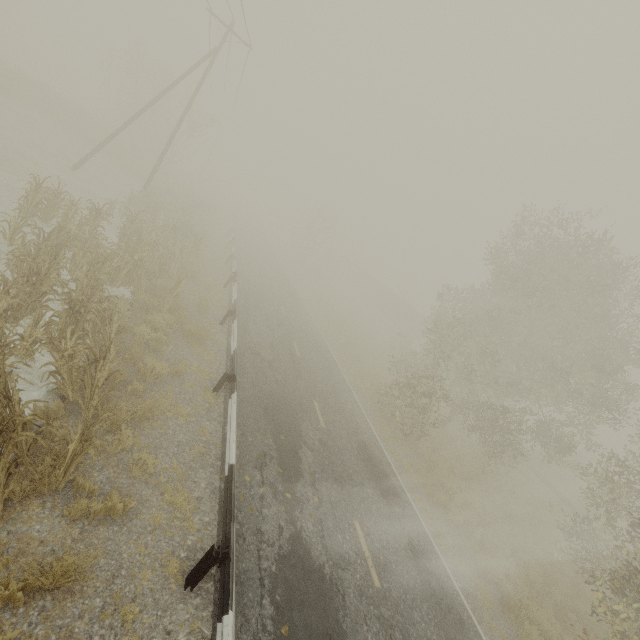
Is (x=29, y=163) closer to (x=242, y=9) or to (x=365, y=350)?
(x=242, y=9)

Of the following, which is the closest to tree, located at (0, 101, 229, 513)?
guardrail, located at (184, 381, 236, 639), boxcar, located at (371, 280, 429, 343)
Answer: guardrail, located at (184, 381, 236, 639)

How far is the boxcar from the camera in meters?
47.6 m

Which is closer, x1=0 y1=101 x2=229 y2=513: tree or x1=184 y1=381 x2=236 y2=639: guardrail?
x1=184 y1=381 x2=236 y2=639: guardrail

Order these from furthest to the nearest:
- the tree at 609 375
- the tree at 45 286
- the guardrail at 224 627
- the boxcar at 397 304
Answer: the boxcar at 397 304 → the tree at 609 375 → the tree at 45 286 → the guardrail at 224 627

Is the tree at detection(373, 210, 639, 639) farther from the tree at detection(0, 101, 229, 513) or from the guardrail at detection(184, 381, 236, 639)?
the tree at detection(0, 101, 229, 513)

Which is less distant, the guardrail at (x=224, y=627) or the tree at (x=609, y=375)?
the guardrail at (x=224, y=627)

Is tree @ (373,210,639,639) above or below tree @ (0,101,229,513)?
above
